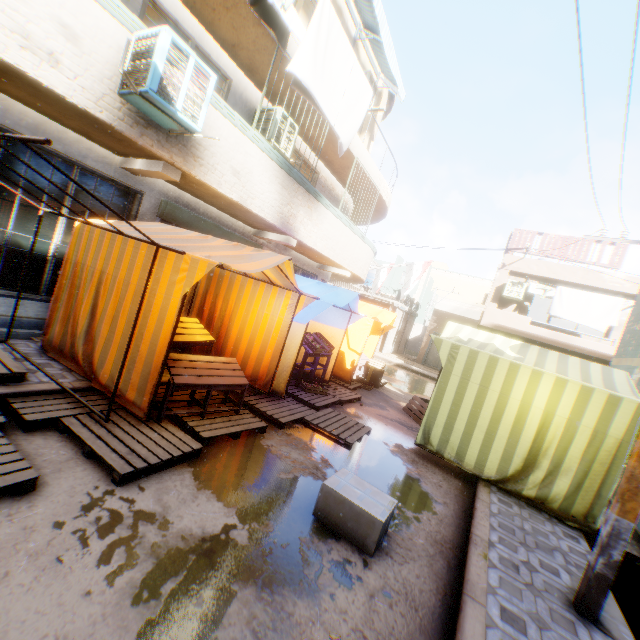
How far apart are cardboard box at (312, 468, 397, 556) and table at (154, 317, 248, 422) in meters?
1.3 m

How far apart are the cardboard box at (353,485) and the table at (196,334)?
1.3m

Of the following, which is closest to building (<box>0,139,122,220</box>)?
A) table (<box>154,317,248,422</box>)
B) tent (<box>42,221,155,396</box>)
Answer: tent (<box>42,221,155,396</box>)

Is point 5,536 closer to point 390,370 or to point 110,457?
point 110,457

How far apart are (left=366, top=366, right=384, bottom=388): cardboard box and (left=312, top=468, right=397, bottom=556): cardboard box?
3.6m

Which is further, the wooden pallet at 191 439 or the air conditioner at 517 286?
the air conditioner at 517 286

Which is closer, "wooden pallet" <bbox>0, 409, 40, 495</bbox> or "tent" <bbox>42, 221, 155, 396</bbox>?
"wooden pallet" <bbox>0, 409, 40, 495</bbox>

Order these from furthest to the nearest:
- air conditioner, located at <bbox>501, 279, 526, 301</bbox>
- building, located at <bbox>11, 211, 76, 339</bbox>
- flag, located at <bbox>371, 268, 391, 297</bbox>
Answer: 1. flag, located at <bbox>371, 268, 391, 297</bbox>
2. air conditioner, located at <bbox>501, 279, 526, 301</bbox>
3. building, located at <bbox>11, 211, 76, 339</bbox>
